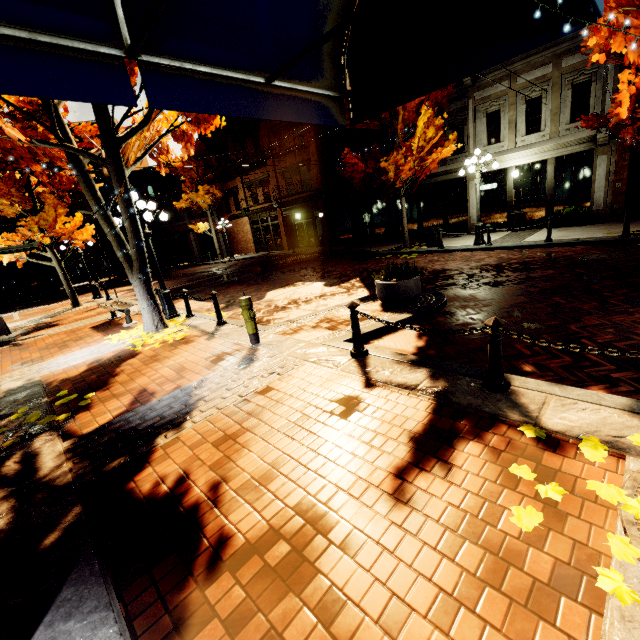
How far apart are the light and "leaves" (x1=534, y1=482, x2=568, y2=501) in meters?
9.4

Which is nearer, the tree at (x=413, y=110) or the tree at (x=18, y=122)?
the tree at (x=18, y=122)

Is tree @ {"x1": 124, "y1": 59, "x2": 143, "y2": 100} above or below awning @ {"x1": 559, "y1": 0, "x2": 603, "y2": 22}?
above

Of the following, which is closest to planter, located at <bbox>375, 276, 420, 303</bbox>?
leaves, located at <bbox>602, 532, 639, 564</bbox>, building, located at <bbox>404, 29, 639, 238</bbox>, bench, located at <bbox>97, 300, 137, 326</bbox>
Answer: leaves, located at <bbox>602, 532, 639, 564</bbox>

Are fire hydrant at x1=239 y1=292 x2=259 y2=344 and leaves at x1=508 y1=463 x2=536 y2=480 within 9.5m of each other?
yes

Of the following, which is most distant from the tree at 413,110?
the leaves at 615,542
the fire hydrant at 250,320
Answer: the fire hydrant at 250,320

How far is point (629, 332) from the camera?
4.6 meters

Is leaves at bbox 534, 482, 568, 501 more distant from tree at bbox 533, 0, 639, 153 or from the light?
the light
